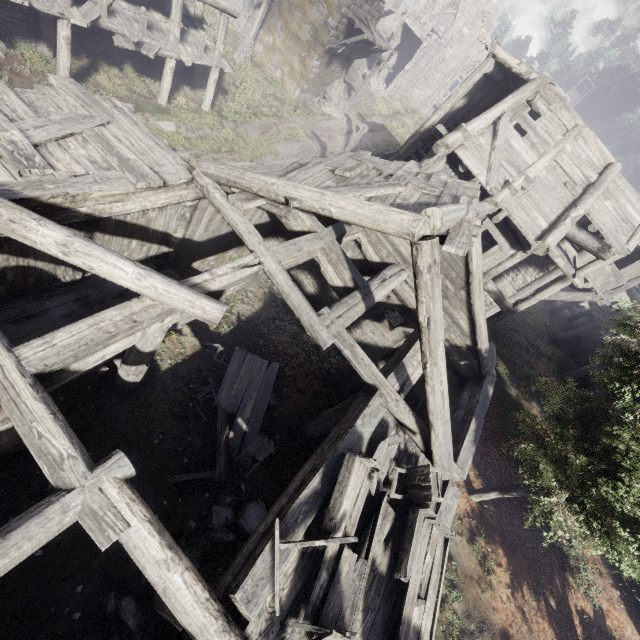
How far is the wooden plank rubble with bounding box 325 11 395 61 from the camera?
21.4 meters

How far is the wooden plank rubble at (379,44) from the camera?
21.4 meters

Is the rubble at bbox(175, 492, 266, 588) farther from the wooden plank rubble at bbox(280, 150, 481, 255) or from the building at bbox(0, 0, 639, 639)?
the wooden plank rubble at bbox(280, 150, 481, 255)

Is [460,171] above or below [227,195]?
above

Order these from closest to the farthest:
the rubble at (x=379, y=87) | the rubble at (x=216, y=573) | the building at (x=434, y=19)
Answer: the rubble at (x=216, y=573) → the building at (x=434, y=19) → the rubble at (x=379, y=87)

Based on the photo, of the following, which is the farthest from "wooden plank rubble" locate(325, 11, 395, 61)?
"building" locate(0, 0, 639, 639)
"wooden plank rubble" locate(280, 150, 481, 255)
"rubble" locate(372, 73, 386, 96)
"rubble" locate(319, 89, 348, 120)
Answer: "wooden plank rubble" locate(280, 150, 481, 255)

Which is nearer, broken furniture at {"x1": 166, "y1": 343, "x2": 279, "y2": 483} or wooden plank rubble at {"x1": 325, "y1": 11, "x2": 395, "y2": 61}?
broken furniture at {"x1": 166, "y1": 343, "x2": 279, "y2": 483}

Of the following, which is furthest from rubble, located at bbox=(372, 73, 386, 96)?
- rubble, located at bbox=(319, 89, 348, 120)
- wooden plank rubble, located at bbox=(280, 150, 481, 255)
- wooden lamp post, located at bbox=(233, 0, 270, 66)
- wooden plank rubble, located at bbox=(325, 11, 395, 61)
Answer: wooden plank rubble, located at bbox=(280, 150, 481, 255)
